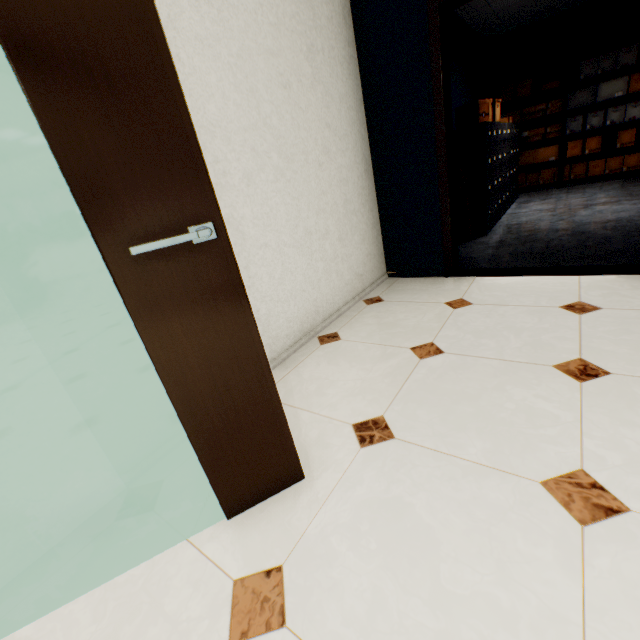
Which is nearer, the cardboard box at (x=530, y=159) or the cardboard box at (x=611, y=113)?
the cardboard box at (x=611, y=113)

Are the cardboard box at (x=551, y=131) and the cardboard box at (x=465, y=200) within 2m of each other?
no

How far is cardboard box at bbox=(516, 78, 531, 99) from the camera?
6.2 meters

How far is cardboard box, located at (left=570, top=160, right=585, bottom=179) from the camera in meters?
6.3

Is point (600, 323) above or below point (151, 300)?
below

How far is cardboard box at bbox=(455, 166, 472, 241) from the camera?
3.92m

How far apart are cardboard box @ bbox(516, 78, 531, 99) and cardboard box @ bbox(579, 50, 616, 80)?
0.8m

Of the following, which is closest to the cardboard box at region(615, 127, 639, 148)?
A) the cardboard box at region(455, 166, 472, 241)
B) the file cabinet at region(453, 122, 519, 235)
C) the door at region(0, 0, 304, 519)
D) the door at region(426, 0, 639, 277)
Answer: the file cabinet at region(453, 122, 519, 235)
